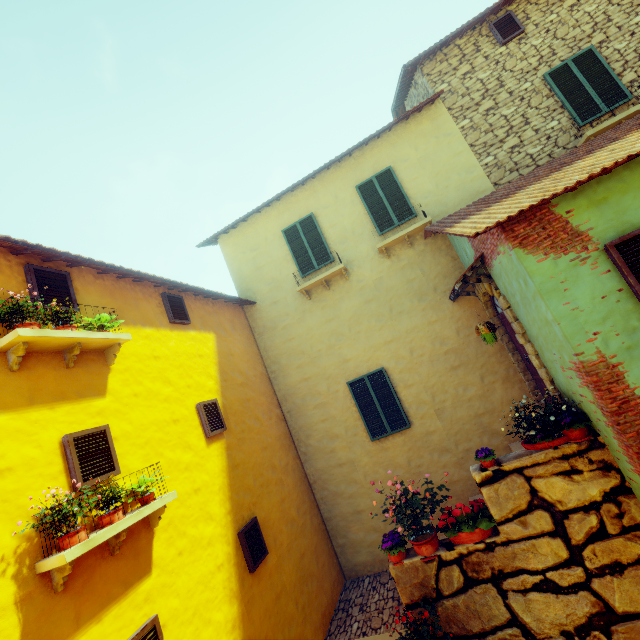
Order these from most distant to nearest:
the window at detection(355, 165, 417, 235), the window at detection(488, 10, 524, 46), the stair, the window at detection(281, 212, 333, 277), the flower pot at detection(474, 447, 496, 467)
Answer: the window at detection(281, 212, 333, 277) → the window at detection(355, 165, 417, 235) → the window at detection(488, 10, 524, 46) → the stair → the flower pot at detection(474, 447, 496, 467)

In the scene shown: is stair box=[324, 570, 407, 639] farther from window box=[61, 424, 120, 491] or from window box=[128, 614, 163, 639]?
window box=[61, 424, 120, 491]

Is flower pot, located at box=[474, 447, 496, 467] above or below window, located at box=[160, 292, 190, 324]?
below

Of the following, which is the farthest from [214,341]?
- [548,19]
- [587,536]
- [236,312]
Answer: [548,19]

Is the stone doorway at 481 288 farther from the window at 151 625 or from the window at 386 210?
the window at 151 625

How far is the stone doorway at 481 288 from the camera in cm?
584

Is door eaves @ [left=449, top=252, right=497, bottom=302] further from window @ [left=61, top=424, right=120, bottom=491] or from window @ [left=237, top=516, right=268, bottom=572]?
window @ [left=237, top=516, right=268, bottom=572]

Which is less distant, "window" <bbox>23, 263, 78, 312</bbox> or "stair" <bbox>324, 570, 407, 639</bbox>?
"window" <bbox>23, 263, 78, 312</bbox>
